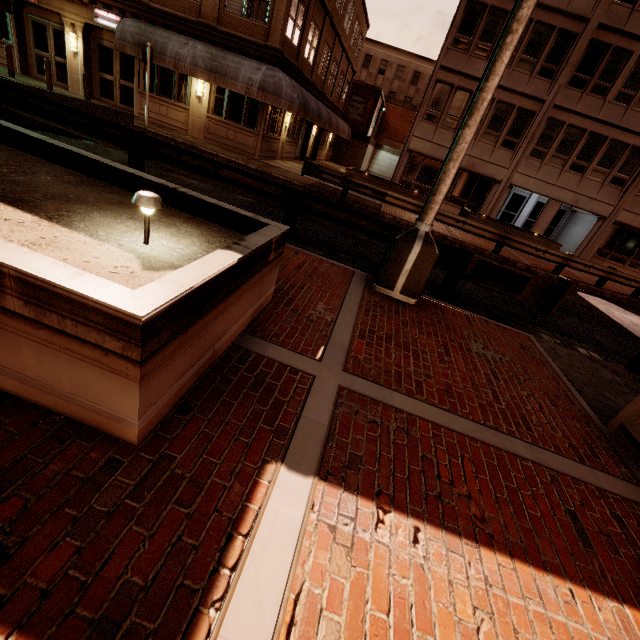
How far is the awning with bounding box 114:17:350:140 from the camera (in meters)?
14.16

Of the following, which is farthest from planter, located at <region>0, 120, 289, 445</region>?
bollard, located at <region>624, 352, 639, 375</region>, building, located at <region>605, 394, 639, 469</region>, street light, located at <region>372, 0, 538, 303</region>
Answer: bollard, located at <region>624, 352, 639, 375</region>

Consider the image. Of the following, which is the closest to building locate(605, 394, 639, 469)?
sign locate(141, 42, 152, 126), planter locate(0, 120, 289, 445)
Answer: planter locate(0, 120, 289, 445)

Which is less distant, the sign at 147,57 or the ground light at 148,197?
the ground light at 148,197

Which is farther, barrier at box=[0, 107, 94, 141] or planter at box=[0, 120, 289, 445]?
barrier at box=[0, 107, 94, 141]

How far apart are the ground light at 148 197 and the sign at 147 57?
15.7m

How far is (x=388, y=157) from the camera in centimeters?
4312cm

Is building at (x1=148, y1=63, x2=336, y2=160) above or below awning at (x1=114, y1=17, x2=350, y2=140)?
below
